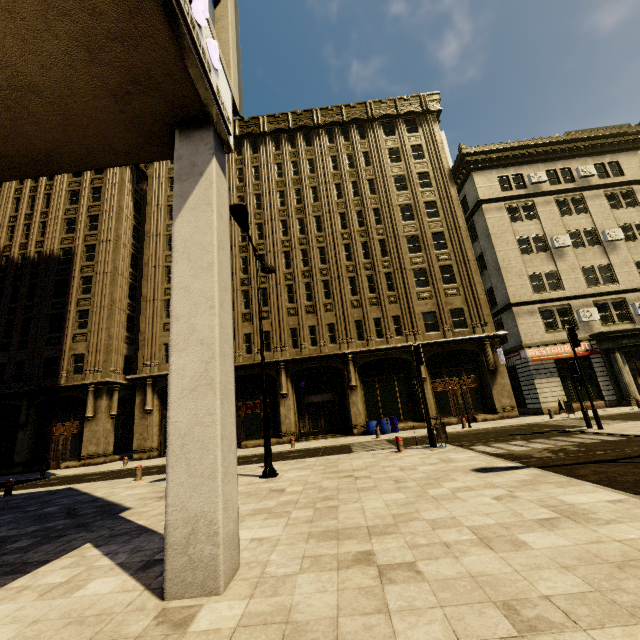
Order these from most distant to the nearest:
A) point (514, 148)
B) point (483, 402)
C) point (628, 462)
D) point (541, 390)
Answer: point (514, 148) < point (483, 402) < point (541, 390) < point (628, 462)

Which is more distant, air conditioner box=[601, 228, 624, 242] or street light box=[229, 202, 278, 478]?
air conditioner box=[601, 228, 624, 242]

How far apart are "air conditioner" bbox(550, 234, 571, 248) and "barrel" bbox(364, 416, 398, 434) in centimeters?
1796cm

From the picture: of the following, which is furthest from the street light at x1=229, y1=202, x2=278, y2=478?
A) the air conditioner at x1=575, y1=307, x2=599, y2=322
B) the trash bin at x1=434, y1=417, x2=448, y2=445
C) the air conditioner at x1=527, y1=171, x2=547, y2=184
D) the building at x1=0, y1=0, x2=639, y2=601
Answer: the air conditioner at x1=527, y1=171, x2=547, y2=184

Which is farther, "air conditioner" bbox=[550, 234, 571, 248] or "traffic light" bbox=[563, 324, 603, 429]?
"air conditioner" bbox=[550, 234, 571, 248]

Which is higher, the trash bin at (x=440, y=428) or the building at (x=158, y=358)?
the building at (x=158, y=358)

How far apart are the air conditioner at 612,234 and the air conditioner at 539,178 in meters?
5.7 m

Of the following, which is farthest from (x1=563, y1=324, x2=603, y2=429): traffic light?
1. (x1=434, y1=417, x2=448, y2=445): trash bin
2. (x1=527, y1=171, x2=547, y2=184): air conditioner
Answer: (x1=527, y1=171, x2=547, y2=184): air conditioner
